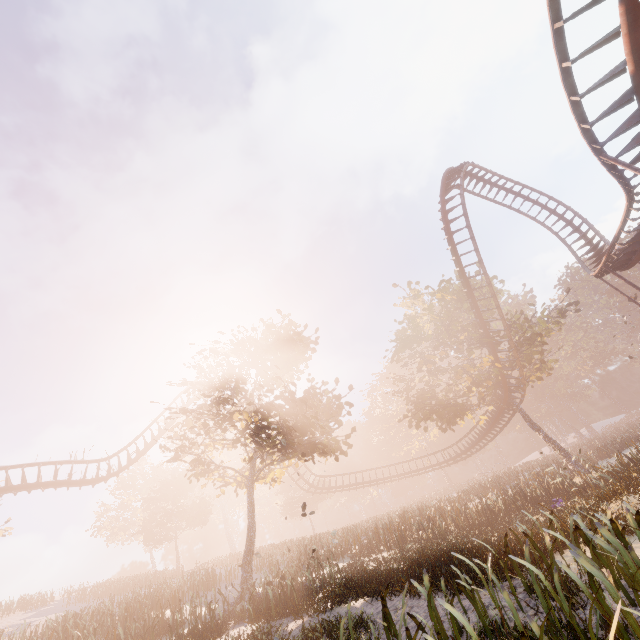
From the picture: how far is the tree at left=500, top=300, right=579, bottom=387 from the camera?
24.8m

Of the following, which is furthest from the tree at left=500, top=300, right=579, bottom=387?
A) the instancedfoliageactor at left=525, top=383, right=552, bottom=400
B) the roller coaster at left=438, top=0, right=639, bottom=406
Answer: the instancedfoliageactor at left=525, top=383, right=552, bottom=400

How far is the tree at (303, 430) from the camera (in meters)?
16.88

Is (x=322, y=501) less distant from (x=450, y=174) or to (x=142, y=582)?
(x=142, y=582)

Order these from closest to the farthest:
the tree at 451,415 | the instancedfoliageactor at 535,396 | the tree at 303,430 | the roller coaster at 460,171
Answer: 1. the roller coaster at 460,171
2. the tree at 303,430
3. the tree at 451,415
4. the instancedfoliageactor at 535,396

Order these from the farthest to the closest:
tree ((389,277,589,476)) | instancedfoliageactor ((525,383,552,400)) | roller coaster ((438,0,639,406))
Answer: instancedfoliageactor ((525,383,552,400)), tree ((389,277,589,476)), roller coaster ((438,0,639,406))

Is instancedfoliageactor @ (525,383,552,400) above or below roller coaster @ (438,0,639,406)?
above
